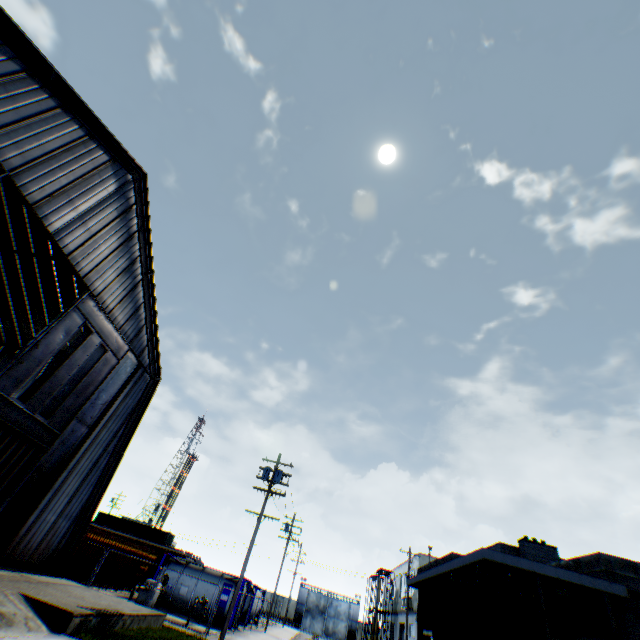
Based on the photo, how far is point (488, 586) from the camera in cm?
1630

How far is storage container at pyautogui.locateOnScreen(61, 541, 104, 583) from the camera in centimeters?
1955cm

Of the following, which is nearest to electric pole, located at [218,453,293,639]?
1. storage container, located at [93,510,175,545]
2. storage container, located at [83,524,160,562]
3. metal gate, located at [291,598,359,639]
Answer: storage container, located at [83,524,160,562]

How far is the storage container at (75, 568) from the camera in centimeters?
1955cm

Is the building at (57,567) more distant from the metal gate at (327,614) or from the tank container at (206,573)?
the metal gate at (327,614)

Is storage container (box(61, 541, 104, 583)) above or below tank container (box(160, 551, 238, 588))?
below

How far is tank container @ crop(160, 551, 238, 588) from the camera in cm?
2456

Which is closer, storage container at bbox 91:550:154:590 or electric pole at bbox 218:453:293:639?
electric pole at bbox 218:453:293:639
